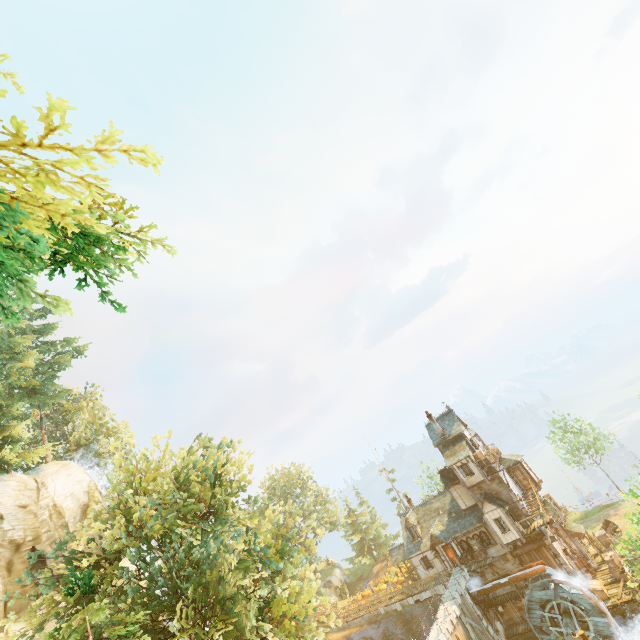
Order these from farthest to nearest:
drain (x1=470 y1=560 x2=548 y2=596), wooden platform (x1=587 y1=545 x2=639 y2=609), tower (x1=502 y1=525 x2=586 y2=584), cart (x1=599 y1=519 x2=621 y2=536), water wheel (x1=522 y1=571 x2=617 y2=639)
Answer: cart (x1=599 y1=519 x2=621 y2=536), tower (x1=502 y1=525 x2=586 y2=584), drain (x1=470 y1=560 x2=548 y2=596), wooden platform (x1=587 y1=545 x2=639 y2=609), water wheel (x1=522 y1=571 x2=617 y2=639)

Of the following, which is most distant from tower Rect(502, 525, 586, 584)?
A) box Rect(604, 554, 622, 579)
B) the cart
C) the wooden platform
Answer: the cart

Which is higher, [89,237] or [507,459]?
[89,237]

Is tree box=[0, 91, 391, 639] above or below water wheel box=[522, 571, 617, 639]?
above

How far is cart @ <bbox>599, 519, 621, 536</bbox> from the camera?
36.41m

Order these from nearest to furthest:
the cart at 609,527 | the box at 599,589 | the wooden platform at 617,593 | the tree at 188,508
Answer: the tree at 188,508 → the wooden platform at 617,593 → the box at 599,589 → the cart at 609,527

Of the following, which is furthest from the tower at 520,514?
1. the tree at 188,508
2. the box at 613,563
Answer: the tree at 188,508

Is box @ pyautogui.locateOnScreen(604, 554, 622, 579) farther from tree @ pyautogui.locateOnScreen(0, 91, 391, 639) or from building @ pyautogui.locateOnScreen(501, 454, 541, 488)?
tree @ pyautogui.locateOnScreen(0, 91, 391, 639)
